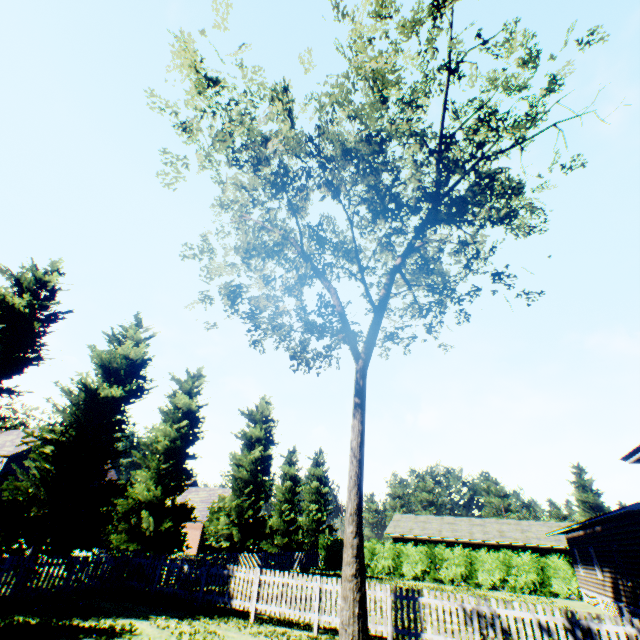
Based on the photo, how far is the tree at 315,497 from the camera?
25.3 meters

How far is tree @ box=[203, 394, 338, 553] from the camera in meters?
25.3

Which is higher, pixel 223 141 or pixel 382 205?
pixel 223 141

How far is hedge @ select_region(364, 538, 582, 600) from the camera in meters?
26.4

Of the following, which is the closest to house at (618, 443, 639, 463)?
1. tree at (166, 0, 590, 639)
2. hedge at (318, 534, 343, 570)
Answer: tree at (166, 0, 590, 639)

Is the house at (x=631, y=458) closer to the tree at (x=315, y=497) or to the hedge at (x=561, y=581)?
the tree at (x=315, y=497)

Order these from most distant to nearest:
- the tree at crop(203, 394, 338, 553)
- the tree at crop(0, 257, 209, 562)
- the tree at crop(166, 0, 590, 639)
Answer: the tree at crop(203, 394, 338, 553) → the tree at crop(0, 257, 209, 562) → the tree at crop(166, 0, 590, 639)
